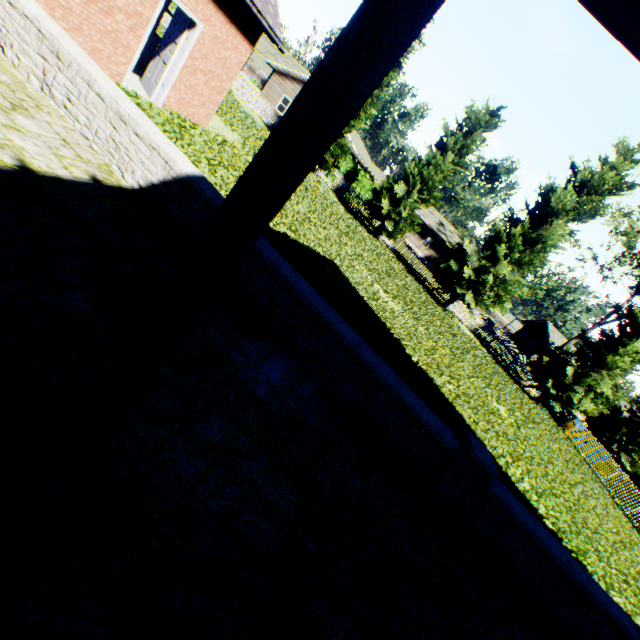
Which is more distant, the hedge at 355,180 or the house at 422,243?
the house at 422,243

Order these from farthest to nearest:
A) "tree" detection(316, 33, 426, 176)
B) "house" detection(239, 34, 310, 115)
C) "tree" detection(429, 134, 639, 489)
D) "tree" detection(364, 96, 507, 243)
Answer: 1. "house" detection(239, 34, 310, 115)
2. "tree" detection(316, 33, 426, 176)
3. "tree" detection(364, 96, 507, 243)
4. "tree" detection(429, 134, 639, 489)

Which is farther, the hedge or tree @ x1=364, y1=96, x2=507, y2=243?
the hedge

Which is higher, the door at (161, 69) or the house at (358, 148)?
the house at (358, 148)

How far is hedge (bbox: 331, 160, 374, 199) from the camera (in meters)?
24.77

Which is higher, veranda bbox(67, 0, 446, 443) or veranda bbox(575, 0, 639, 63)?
veranda bbox(575, 0, 639, 63)

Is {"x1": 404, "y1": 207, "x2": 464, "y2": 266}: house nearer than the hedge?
No

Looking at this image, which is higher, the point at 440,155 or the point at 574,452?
the point at 440,155
